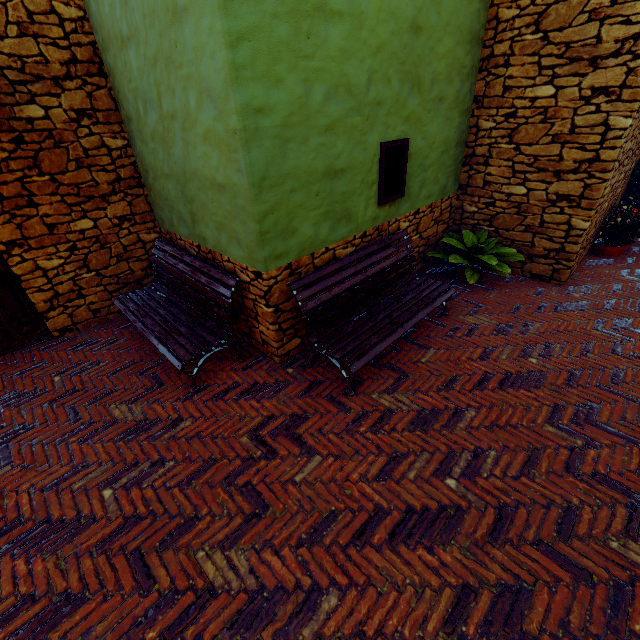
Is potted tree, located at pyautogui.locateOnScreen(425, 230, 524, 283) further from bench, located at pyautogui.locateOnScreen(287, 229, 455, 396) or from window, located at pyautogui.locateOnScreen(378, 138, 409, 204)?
window, located at pyautogui.locateOnScreen(378, 138, 409, 204)

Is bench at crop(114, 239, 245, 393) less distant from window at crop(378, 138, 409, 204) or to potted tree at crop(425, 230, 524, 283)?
window at crop(378, 138, 409, 204)

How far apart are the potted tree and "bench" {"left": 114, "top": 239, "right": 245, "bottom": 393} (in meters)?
3.33

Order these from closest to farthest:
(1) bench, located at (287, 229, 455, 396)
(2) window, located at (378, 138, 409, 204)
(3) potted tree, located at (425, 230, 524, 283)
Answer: (1) bench, located at (287, 229, 455, 396), (2) window, located at (378, 138, 409, 204), (3) potted tree, located at (425, 230, 524, 283)

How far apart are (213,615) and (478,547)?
1.8 meters

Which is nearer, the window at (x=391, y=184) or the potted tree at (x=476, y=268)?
the window at (x=391, y=184)

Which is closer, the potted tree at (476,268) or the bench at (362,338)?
the bench at (362,338)
